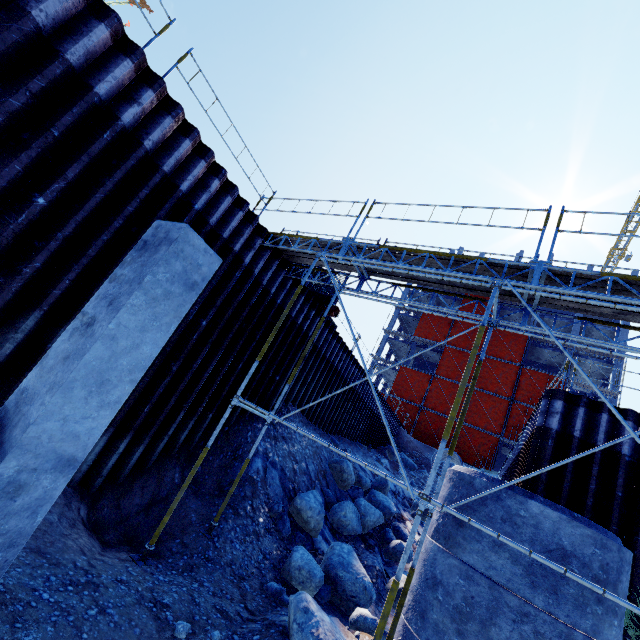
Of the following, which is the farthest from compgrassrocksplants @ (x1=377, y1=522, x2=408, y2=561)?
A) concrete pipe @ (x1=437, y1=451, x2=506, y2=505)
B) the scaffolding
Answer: the scaffolding

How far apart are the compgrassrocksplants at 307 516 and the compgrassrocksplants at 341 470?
1.2m

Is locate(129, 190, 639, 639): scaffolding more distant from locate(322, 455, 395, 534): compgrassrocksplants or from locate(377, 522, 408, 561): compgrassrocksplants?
locate(377, 522, 408, 561): compgrassrocksplants

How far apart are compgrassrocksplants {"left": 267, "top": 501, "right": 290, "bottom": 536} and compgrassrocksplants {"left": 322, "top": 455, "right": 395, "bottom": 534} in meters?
2.5

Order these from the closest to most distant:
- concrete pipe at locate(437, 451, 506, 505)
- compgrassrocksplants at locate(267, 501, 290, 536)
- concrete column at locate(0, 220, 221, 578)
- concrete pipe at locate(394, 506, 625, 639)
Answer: concrete column at locate(0, 220, 221, 578) → concrete pipe at locate(394, 506, 625, 639) → concrete pipe at locate(437, 451, 506, 505) → compgrassrocksplants at locate(267, 501, 290, 536)

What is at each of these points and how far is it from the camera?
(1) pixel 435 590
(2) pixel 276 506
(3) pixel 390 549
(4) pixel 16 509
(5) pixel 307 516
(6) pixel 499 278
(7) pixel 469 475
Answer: (1) concrete pipe, 6.0m
(2) compgrassrocksplants, 8.6m
(3) compgrassrocksplants, 10.9m
(4) concrete column, 2.7m
(5) compgrassrocksplants, 8.7m
(6) scaffolding, 5.8m
(7) concrete pipe, 6.7m

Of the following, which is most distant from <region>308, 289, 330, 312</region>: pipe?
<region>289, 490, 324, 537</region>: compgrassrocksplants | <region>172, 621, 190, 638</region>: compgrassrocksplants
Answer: <region>172, 621, 190, 638</region>: compgrassrocksplants

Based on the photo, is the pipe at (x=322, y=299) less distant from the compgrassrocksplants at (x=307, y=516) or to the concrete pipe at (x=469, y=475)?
the compgrassrocksplants at (x=307, y=516)
